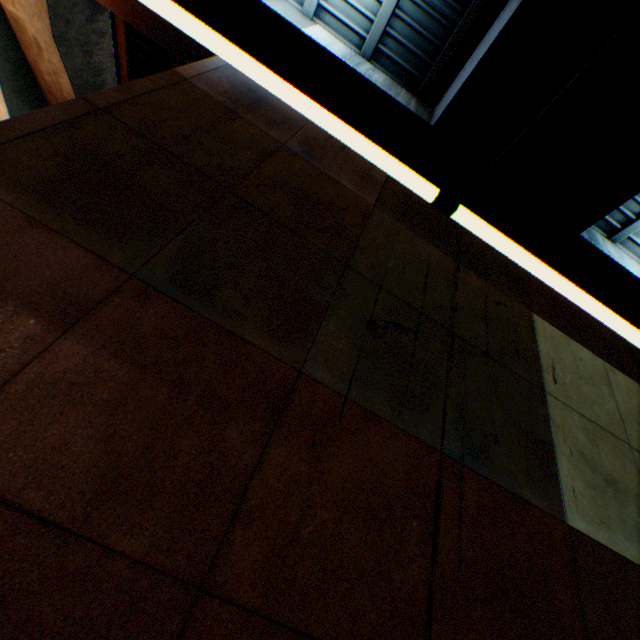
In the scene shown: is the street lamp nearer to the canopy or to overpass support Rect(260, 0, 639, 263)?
the canopy

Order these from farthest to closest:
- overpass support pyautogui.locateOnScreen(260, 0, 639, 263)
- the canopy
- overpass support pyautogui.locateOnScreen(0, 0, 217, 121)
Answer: overpass support pyautogui.locateOnScreen(0, 0, 217, 121) < overpass support pyautogui.locateOnScreen(260, 0, 639, 263) < the canopy

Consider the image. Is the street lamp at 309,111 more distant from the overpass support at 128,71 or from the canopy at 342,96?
the overpass support at 128,71

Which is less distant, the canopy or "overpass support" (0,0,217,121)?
the canopy

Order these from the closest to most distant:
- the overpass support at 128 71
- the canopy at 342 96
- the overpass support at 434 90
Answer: the canopy at 342 96, the overpass support at 434 90, the overpass support at 128 71

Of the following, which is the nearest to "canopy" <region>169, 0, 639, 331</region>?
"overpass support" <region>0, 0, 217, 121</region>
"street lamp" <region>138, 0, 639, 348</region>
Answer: "street lamp" <region>138, 0, 639, 348</region>

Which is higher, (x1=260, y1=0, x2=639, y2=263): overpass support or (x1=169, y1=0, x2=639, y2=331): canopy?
→ (x1=260, y1=0, x2=639, y2=263): overpass support

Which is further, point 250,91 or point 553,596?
point 250,91
